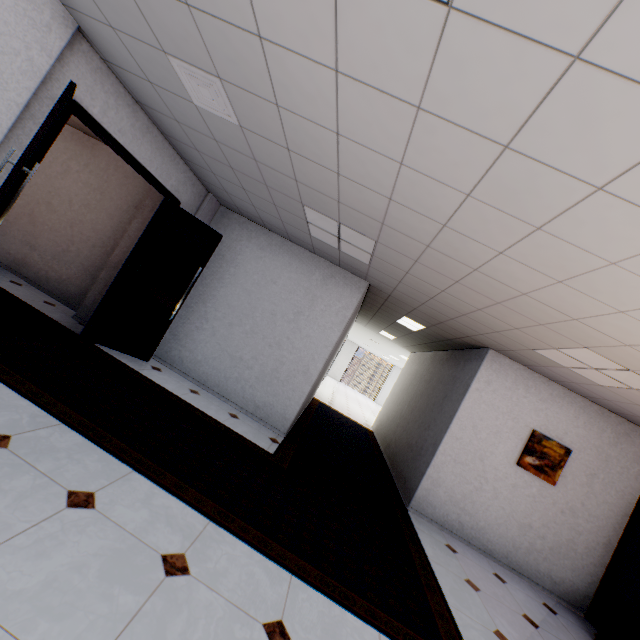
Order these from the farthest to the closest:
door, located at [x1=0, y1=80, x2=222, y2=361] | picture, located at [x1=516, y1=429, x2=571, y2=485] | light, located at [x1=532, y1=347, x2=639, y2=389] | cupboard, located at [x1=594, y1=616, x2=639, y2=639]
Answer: Result:
picture, located at [x1=516, y1=429, x2=571, y2=485]
cupboard, located at [x1=594, y1=616, x2=639, y2=639]
light, located at [x1=532, y1=347, x2=639, y2=389]
door, located at [x1=0, y1=80, x2=222, y2=361]

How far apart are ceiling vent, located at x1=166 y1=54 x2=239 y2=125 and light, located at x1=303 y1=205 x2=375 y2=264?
1.2m

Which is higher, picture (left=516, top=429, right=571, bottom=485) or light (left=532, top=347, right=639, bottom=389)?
light (left=532, top=347, right=639, bottom=389)

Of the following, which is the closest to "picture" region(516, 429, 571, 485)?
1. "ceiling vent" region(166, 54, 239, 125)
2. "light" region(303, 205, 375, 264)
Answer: "light" region(303, 205, 375, 264)

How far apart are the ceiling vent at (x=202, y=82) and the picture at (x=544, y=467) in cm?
598

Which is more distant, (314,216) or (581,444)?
(581,444)

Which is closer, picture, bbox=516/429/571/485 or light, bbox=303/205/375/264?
light, bbox=303/205/375/264

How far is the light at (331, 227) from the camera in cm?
384
